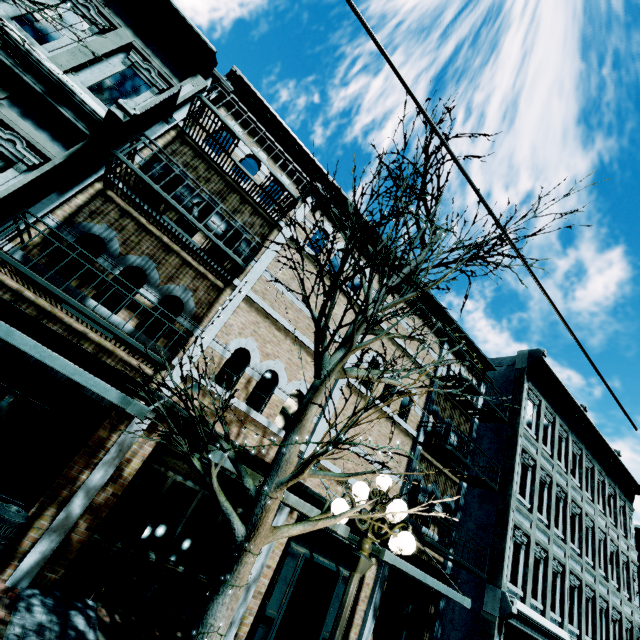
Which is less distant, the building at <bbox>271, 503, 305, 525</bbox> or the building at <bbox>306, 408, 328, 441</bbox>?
the building at <bbox>271, 503, 305, 525</bbox>

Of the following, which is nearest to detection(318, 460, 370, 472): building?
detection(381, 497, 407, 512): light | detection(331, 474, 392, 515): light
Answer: detection(381, 497, 407, 512): light

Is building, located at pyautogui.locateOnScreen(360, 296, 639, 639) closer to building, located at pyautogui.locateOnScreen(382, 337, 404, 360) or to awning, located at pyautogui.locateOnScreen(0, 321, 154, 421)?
building, located at pyautogui.locateOnScreen(382, 337, 404, 360)

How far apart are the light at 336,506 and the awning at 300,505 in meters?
1.1

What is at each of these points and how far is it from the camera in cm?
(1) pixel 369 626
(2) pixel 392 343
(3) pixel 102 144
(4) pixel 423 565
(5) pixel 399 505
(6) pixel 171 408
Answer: (1) building, 855
(2) building, 1159
(3) banner, 636
(4) building, 1025
(5) light, 428
(6) building, 664

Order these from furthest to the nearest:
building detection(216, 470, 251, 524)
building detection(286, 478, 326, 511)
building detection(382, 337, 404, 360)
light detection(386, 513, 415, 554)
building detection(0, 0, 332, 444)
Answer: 1. building detection(382, 337, 404, 360)
2. building detection(286, 478, 326, 511)
3. building detection(216, 470, 251, 524)
4. building detection(0, 0, 332, 444)
5. light detection(386, 513, 415, 554)

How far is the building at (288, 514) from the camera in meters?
7.7 m
